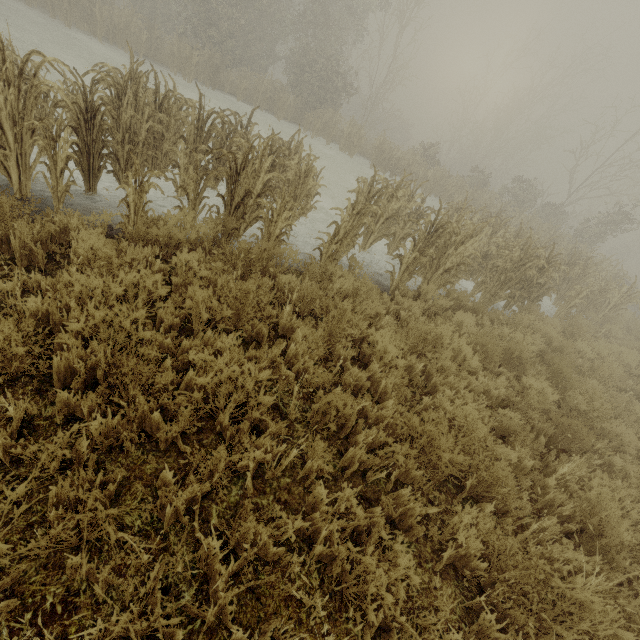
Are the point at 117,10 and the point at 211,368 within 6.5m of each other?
no
